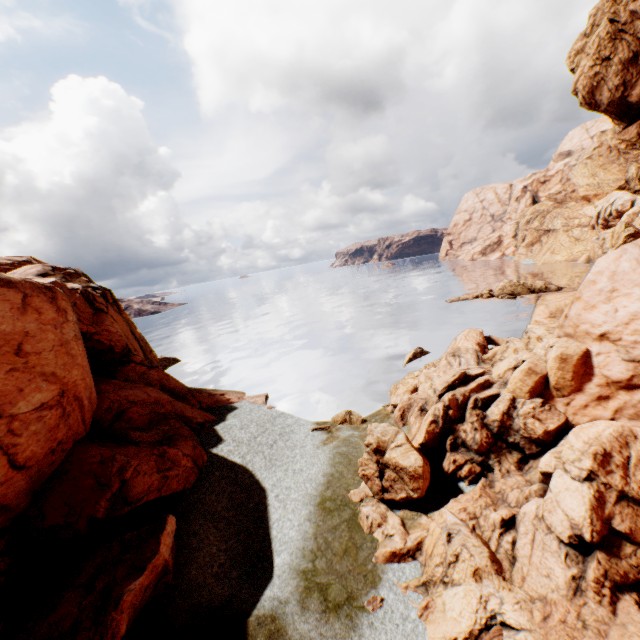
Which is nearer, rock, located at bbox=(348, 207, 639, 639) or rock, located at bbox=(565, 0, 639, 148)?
rock, located at bbox=(348, 207, 639, 639)

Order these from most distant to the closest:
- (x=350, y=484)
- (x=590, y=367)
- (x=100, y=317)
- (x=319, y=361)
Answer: (x=319, y=361) < (x=100, y=317) < (x=350, y=484) < (x=590, y=367)

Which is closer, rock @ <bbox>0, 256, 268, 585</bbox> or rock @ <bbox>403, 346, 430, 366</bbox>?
rock @ <bbox>0, 256, 268, 585</bbox>

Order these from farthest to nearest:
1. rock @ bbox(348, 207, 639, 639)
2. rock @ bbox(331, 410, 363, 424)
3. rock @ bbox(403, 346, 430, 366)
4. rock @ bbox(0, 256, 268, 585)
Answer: rock @ bbox(403, 346, 430, 366) → rock @ bbox(331, 410, 363, 424) → rock @ bbox(0, 256, 268, 585) → rock @ bbox(348, 207, 639, 639)

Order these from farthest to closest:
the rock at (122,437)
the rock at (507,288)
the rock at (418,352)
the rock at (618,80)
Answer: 1. the rock at (507,288)
2. the rock at (418,352)
3. the rock at (618,80)
4. the rock at (122,437)

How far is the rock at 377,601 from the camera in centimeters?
1062cm
